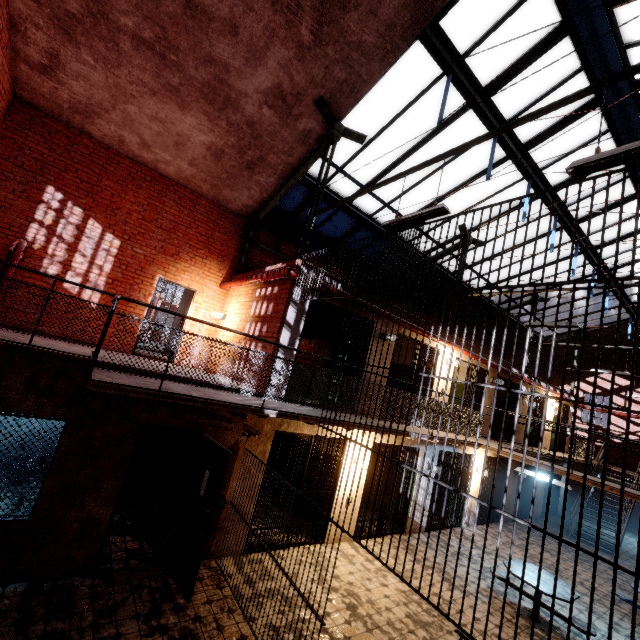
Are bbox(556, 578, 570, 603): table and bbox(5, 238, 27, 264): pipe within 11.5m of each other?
no

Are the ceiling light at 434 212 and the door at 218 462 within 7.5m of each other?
yes

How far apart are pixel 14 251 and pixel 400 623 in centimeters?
1058cm

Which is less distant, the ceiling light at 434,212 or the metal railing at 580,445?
the ceiling light at 434,212

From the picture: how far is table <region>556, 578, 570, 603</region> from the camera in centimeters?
608cm

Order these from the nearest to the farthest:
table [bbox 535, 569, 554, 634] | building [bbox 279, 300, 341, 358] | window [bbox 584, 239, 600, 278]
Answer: table [bbox 535, 569, 554, 634], building [bbox 279, 300, 341, 358], window [bbox 584, 239, 600, 278]

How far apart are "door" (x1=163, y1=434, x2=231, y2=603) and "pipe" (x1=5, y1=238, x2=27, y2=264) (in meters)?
5.49

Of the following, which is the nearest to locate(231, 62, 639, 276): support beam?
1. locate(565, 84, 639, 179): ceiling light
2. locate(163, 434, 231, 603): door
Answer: locate(565, 84, 639, 179): ceiling light
